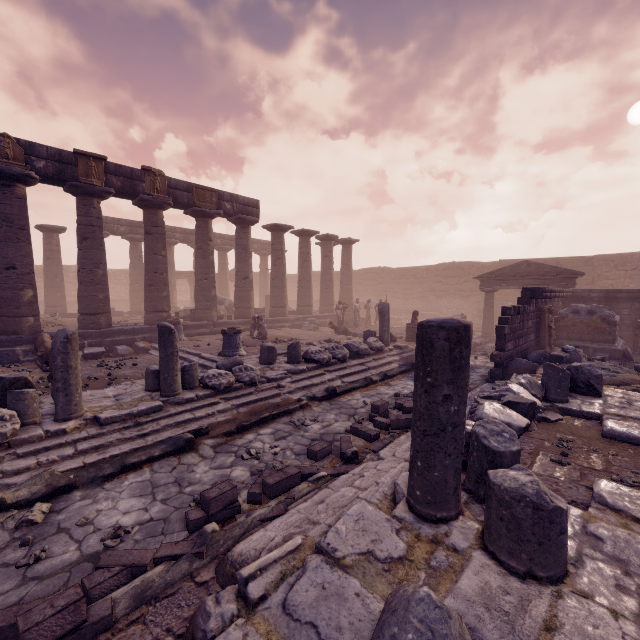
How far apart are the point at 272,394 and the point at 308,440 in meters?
2.0

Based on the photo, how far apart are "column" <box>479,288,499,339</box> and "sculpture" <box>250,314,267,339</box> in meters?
12.0 m

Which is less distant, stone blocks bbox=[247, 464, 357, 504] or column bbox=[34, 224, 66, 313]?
stone blocks bbox=[247, 464, 357, 504]

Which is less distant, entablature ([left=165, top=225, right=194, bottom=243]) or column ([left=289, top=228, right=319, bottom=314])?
column ([left=289, top=228, right=319, bottom=314])

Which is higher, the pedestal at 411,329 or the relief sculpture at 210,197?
the relief sculpture at 210,197

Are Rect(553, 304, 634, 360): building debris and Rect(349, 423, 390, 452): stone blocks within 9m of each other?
no

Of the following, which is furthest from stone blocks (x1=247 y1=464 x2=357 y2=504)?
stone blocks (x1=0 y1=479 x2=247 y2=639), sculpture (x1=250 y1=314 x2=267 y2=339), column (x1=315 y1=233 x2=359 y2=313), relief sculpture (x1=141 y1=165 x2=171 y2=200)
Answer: column (x1=315 y1=233 x2=359 y2=313)

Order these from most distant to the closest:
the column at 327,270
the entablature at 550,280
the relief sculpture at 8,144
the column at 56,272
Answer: the column at 327,270
the column at 56,272
the entablature at 550,280
the relief sculpture at 8,144
